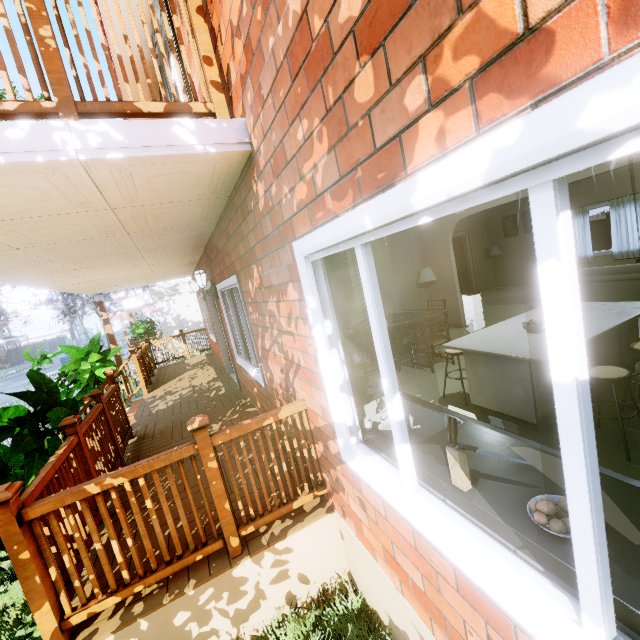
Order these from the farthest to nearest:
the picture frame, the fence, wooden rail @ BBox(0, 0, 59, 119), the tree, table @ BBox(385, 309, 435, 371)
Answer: the tree → the fence → the picture frame → table @ BBox(385, 309, 435, 371) → wooden rail @ BBox(0, 0, 59, 119)

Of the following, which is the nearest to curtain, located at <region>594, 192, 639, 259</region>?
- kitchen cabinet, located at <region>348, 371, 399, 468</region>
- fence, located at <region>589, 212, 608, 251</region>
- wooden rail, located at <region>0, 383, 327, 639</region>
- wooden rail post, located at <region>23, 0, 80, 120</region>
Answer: fence, located at <region>589, 212, 608, 251</region>

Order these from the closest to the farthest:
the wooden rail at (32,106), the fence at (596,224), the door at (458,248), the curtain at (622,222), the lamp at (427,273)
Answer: the wooden rail at (32,106) → the lamp at (427,273) → the curtain at (622,222) → the door at (458,248) → the fence at (596,224)

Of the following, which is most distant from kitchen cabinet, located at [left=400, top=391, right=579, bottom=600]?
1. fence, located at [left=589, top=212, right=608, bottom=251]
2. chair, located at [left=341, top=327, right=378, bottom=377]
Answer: fence, located at [left=589, top=212, right=608, bottom=251]

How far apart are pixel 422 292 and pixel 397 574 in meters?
6.8 m

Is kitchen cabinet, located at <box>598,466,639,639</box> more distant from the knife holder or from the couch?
the couch

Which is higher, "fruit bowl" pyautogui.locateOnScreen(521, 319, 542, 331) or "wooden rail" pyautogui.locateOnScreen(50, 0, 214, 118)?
"wooden rail" pyautogui.locateOnScreen(50, 0, 214, 118)

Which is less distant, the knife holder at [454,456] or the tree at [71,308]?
the knife holder at [454,456]
